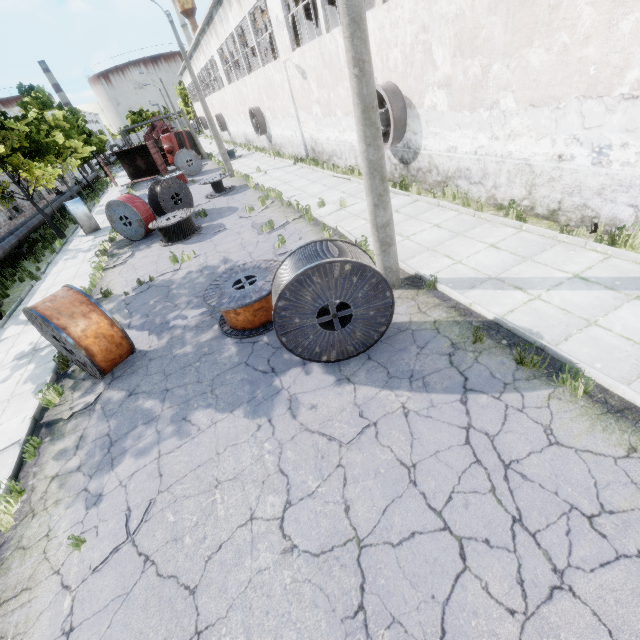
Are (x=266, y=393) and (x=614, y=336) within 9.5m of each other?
yes

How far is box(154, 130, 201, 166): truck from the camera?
33.4m

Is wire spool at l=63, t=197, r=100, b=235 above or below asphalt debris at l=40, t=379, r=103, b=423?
above

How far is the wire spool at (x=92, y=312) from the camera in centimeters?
633cm

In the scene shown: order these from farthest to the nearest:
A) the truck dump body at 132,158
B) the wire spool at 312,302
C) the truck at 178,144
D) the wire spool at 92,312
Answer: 1. the truck at 178,144
2. the truck dump body at 132,158
3. the wire spool at 92,312
4. the wire spool at 312,302

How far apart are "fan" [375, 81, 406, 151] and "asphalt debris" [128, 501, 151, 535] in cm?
1206

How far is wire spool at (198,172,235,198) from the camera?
19.1 meters

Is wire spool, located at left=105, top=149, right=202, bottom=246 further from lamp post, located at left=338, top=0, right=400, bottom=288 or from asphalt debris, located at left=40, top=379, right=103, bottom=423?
lamp post, located at left=338, top=0, right=400, bottom=288
